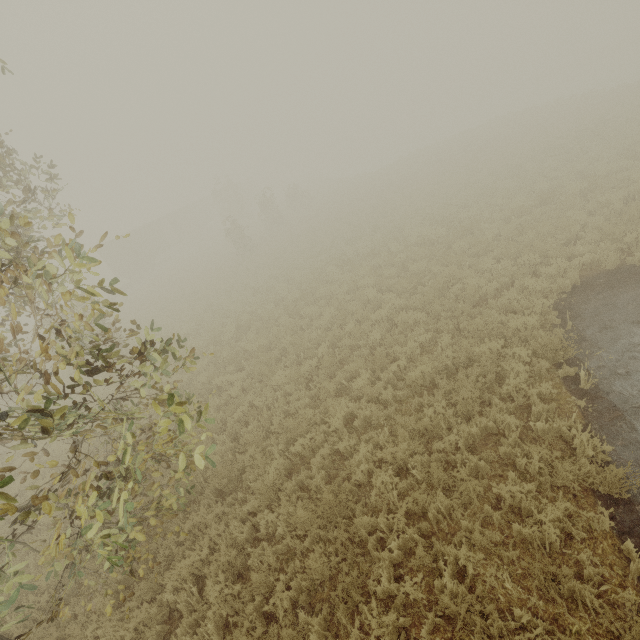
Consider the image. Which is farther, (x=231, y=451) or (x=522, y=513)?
(x=231, y=451)

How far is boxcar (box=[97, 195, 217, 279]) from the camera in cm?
3572

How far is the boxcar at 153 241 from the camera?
35.7m
